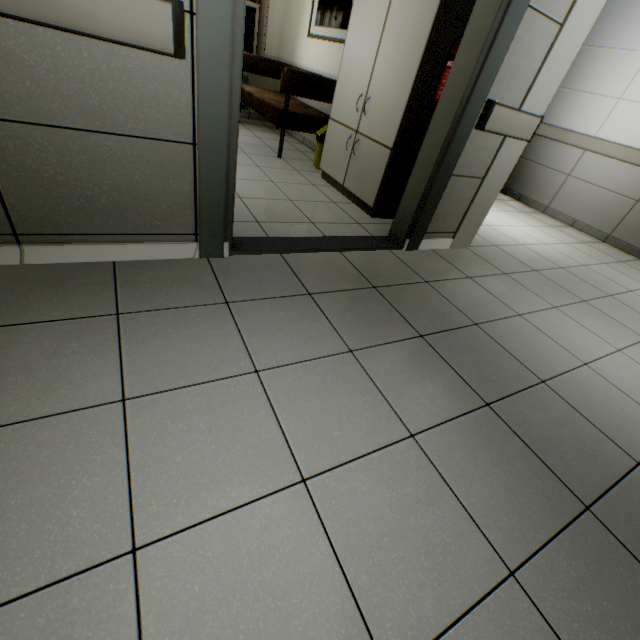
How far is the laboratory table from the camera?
3.00m

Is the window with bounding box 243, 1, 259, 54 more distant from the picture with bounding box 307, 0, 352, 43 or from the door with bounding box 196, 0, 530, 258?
the door with bounding box 196, 0, 530, 258

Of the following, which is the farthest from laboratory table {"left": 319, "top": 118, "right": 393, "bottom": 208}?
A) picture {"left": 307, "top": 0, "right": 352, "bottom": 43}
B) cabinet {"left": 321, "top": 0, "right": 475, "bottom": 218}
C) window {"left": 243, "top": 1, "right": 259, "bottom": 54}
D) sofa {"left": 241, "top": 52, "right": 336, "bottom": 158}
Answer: window {"left": 243, "top": 1, "right": 259, "bottom": 54}

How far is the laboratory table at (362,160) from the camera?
3.0m

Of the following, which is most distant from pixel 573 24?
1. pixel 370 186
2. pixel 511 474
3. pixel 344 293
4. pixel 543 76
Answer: pixel 511 474

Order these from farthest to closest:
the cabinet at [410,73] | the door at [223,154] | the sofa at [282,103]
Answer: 1. the sofa at [282,103]
2. the cabinet at [410,73]
3. the door at [223,154]

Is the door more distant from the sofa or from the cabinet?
the sofa

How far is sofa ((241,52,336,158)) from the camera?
3.8 meters
